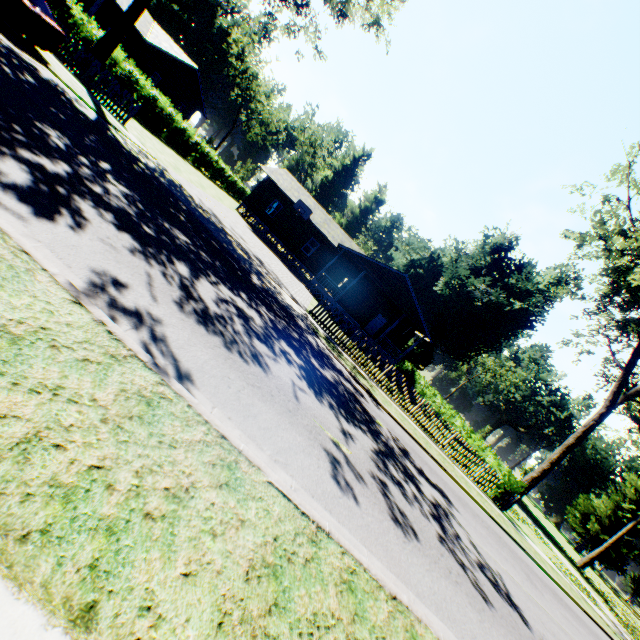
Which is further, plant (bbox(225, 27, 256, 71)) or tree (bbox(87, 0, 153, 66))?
plant (bbox(225, 27, 256, 71))

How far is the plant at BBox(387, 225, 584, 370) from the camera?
36.5m

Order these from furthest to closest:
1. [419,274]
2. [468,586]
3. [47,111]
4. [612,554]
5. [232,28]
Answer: [232,28], [612,554], [419,274], [47,111], [468,586]

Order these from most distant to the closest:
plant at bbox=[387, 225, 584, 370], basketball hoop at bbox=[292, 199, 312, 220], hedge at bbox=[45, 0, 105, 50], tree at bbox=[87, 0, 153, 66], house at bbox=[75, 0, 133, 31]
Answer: plant at bbox=[387, 225, 584, 370] < basketball hoop at bbox=[292, 199, 312, 220] < house at bbox=[75, 0, 133, 31] < tree at bbox=[87, 0, 153, 66] < hedge at bbox=[45, 0, 105, 50]

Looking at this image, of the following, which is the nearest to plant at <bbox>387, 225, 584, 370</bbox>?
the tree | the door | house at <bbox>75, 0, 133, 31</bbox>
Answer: the tree

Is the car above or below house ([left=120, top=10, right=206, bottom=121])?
below

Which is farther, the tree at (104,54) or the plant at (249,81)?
the plant at (249,81)

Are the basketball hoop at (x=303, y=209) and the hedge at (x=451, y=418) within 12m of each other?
no
